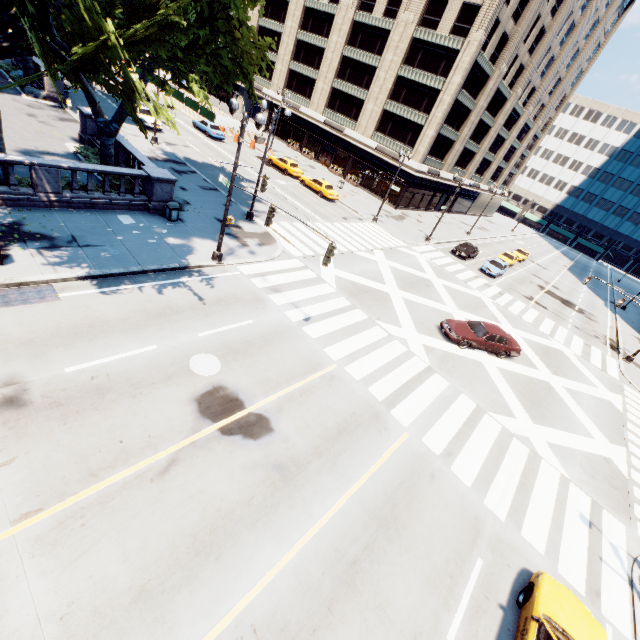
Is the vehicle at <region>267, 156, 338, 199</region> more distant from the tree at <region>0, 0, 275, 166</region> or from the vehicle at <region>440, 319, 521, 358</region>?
the vehicle at <region>440, 319, 521, 358</region>

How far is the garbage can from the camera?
17.81m

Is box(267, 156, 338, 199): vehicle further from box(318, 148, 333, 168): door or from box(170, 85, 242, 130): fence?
box(170, 85, 242, 130): fence

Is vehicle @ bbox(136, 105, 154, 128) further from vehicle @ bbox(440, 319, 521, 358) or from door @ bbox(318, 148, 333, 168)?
vehicle @ bbox(440, 319, 521, 358)

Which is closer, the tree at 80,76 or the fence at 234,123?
the tree at 80,76

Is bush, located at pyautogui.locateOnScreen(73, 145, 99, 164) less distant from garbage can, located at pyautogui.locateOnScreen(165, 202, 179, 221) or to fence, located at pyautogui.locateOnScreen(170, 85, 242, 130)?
garbage can, located at pyautogui.locateOnScreen(165, 202, 179, 221)

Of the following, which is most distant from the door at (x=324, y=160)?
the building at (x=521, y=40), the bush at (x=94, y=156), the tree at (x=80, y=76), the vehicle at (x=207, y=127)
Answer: the bush at (x=94, y=156)

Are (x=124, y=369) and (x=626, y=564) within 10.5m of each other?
no
